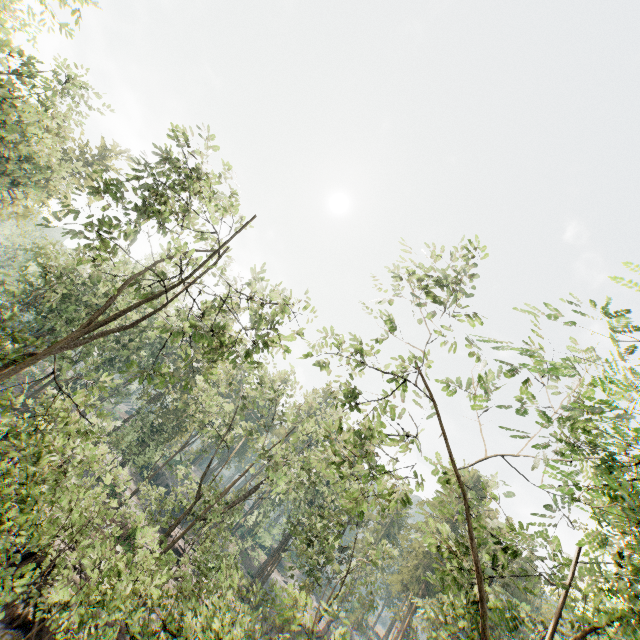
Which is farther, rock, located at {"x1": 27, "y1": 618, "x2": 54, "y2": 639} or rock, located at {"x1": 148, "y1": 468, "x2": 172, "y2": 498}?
rock, located at {"x1": 148, "y1": 468, "x2": 172, "y2": 498}

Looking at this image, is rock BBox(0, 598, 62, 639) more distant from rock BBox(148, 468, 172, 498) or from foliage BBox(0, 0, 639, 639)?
rock BBox(148, 468, 172, 498)

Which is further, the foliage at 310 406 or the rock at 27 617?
the foliage at 310 406

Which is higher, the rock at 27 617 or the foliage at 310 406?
the foliage at 310 406

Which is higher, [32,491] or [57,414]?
[57,414]

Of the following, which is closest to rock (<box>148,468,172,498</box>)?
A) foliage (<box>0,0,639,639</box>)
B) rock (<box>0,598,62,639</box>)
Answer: foliage (<box>0,0,639,639</box>)
